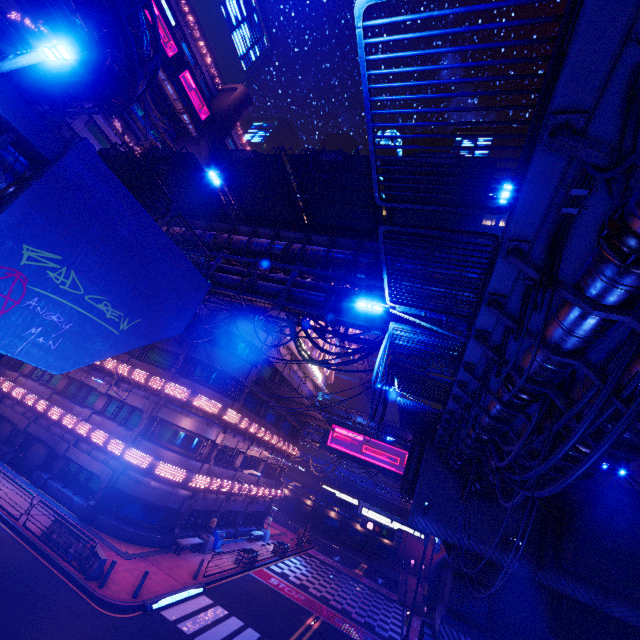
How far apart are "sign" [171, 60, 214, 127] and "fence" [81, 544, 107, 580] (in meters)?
50.43

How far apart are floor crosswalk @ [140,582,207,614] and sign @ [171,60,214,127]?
53.01m

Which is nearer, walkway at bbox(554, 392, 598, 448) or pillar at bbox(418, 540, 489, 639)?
walkway at bbox(554, 392, 598, 448)

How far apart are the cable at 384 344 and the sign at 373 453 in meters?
28.5

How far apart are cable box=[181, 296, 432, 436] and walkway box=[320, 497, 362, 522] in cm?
5273

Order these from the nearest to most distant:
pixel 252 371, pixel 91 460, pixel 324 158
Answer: pixel 324 158 → pixel 91 460 → pixel 252 371

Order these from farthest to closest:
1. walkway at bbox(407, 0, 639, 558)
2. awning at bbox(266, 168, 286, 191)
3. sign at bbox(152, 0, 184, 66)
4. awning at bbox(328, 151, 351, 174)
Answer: sign at bbox(152, 0, 184, 66) < awning at bbox(266, 168, 286, 191) < awning at bbox(328, 151, 351, 174) < walkway at bbox(407, 0, 639, 558)

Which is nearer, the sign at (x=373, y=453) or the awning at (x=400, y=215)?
the awning at (x=400, y=215)
